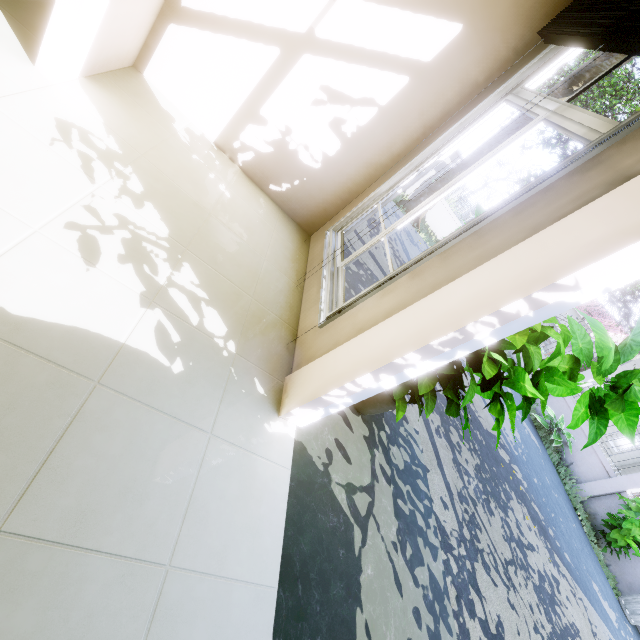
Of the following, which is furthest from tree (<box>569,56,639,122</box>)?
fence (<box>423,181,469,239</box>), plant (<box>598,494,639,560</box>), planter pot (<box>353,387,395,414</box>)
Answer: planter pot (<box>353,387,395,414</box>)

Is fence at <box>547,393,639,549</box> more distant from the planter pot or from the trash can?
the planter pot

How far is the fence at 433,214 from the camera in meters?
13.8

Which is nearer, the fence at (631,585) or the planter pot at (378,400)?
the planter pot at (378,400)

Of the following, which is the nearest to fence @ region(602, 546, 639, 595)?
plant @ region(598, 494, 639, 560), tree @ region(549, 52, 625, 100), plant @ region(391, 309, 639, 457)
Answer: plant @ region(598, 494, 639, 560)

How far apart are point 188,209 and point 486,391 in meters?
2.4

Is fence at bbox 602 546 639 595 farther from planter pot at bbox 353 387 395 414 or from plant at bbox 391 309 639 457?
planter pot at bbox 353 387 395 414

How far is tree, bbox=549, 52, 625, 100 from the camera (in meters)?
8.38
